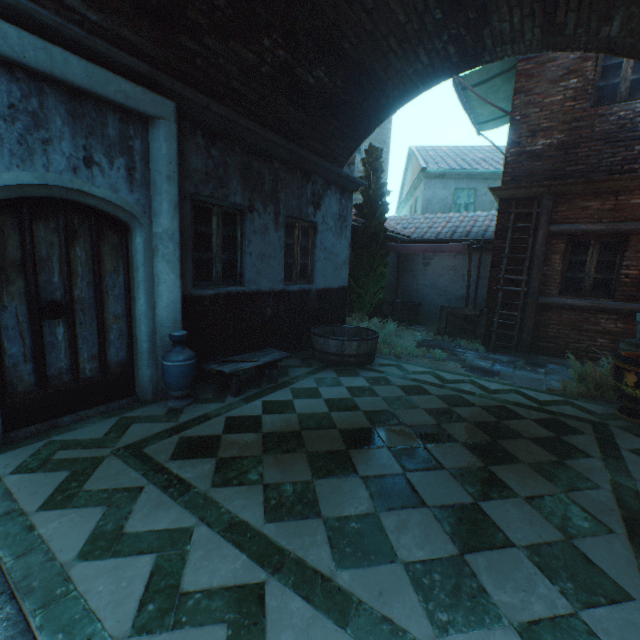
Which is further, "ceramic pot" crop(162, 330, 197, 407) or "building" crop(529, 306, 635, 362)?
"building" crop(529, 306, 635, 362)

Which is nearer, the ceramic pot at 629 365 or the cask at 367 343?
the ceramic pot at 629 365

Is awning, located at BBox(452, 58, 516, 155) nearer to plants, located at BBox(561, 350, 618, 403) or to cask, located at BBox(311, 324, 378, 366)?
plants, located at BBox(561, 350, 618, 403)

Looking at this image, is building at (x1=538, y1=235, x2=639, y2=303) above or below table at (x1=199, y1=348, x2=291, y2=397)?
above

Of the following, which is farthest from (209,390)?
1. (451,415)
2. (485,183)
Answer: (485,183)

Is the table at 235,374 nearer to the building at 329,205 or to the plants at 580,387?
the building at 329,205

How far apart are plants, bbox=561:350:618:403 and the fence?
2.4 meters

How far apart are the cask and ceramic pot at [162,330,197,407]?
2.5 meters
